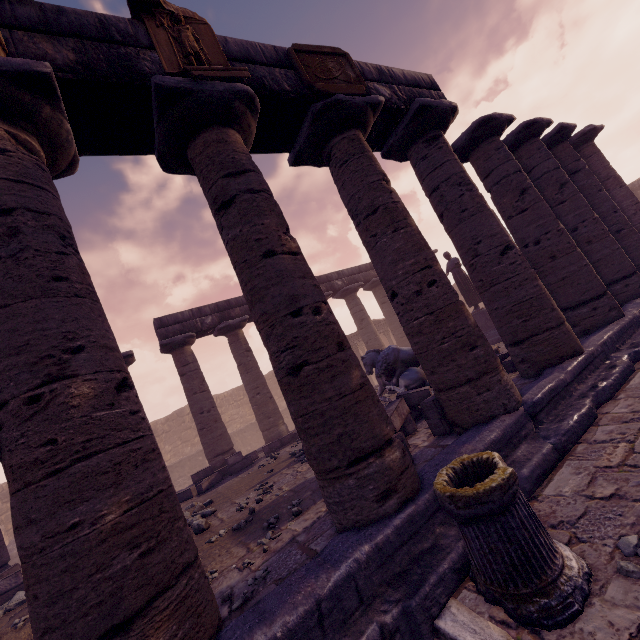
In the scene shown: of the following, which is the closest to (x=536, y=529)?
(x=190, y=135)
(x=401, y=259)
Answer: (x=401, y=259)

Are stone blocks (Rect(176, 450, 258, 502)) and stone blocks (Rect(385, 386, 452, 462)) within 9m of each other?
yes

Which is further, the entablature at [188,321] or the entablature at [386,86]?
the entablature at [188,321]

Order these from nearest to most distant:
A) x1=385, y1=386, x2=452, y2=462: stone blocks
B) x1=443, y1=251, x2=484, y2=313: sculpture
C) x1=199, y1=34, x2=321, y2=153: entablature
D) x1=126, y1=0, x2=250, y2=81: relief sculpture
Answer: x1=126, y1=0, x2=250, y2=81: relief sculpture → x1=199, y1=34, x2=321, y2=153: entablature → x1=385, y1=386, x2=452, y2=462: stone blocks → x1=443, y1=251, x2=484, y2=313: sculpture

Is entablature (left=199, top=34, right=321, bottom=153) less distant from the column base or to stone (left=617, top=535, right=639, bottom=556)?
the column base

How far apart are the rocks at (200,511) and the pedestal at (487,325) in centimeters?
1090cm

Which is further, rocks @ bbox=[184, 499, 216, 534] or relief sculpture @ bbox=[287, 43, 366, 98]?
rocks @ bbox=[184, 499, 216, 534]

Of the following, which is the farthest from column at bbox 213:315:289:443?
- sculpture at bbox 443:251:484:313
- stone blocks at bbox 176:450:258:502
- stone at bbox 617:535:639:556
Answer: stone at bbox 617:535:639:556
